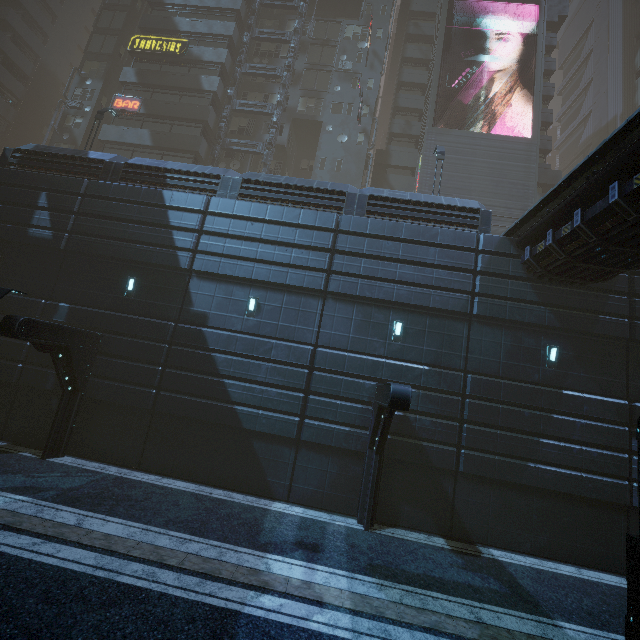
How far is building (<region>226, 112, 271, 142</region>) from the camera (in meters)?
29.86

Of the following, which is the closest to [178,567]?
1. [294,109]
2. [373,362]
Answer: [373,362]

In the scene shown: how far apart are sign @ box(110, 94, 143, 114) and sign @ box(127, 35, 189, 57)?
4.3m

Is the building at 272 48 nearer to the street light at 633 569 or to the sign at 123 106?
the sign at 123 106

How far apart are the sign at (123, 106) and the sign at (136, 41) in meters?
4.3 m

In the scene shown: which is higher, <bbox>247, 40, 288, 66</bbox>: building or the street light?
<bbox>247, 40, 288, 66</bbox>: building

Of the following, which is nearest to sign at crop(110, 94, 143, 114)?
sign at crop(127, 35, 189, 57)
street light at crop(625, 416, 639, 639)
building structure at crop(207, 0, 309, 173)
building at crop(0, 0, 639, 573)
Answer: building at crop(0, 0, 639, 573)

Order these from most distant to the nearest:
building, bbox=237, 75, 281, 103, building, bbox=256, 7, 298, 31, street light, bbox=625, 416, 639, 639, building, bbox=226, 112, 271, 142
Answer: building, bbox=256, 7, 298, 31 → building, bbox=237, 75, 281, 103 → building, bbox=226, 112, 271, 142 → street light, bbox=625, 416, 639, 639
